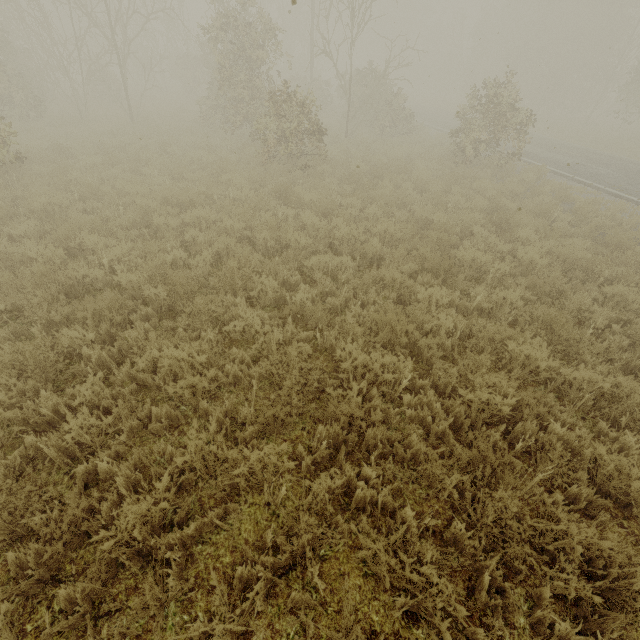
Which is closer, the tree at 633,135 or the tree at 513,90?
the tree at 513,90

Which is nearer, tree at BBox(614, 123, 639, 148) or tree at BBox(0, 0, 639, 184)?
tree at BBox(0, 0, 639, 184)

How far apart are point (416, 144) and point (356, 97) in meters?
6.5

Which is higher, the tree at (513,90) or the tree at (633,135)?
the tree at (513,90)

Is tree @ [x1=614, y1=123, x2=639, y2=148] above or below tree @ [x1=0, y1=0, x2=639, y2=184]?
below
